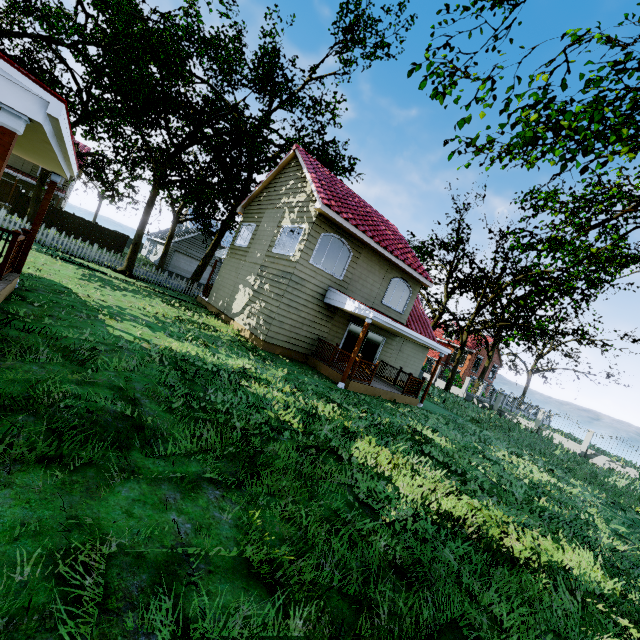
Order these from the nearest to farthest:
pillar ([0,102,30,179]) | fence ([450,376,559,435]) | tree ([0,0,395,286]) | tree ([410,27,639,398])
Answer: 1. pillar ([0,102,30,179])
2. tree ([410,27,639,398])
3. tree ([0,0,395,286])
4. fence ([450,376,559,435])

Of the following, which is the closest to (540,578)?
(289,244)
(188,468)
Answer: (188,468)

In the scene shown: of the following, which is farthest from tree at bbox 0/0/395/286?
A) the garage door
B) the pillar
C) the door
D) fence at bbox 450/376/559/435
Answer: the pillar

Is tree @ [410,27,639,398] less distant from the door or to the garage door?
the garage door

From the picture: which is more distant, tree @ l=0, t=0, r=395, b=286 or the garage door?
the garage door

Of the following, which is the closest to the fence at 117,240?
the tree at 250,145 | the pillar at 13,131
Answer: the tree at 250,145

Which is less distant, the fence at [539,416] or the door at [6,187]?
the fence at [539,416]

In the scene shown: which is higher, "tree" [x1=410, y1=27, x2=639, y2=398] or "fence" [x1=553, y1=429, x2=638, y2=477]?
"tree" [x1=410, y1=27, x2=639, y2=398]
